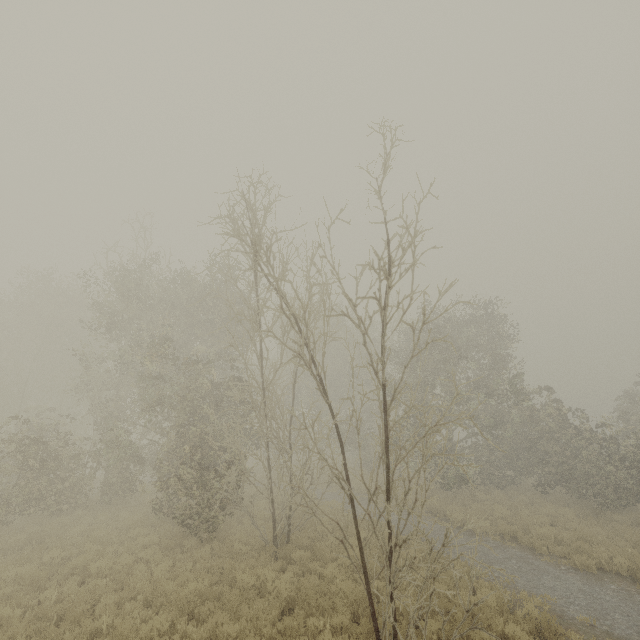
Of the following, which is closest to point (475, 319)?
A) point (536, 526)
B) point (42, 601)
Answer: point (536, 526)
